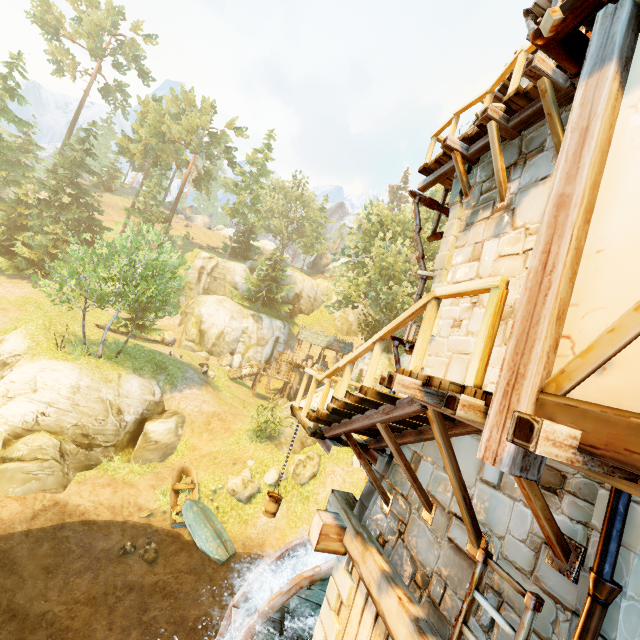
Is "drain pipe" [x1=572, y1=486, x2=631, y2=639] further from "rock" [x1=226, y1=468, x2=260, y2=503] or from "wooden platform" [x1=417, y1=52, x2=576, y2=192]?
"rock" [x1=226, y1=468, x2=260, y2=503]

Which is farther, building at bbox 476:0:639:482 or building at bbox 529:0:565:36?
building at bbox 529:0:565:36

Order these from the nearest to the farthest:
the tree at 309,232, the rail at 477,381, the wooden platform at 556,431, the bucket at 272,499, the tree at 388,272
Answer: the wooden platform at 556,431, the rail at 477,381, the bucket at 272,499, the tree at 388,272, the tree at 309,232

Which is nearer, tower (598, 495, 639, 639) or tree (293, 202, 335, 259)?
tower (598, 495, 639, 639)

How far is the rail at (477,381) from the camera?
2.6 meters

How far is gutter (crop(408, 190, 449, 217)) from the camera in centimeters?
679cm

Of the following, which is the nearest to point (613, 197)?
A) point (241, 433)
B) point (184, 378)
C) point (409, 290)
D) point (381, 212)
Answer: point (241, 433)

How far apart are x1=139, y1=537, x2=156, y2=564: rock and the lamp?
16.1 meters
